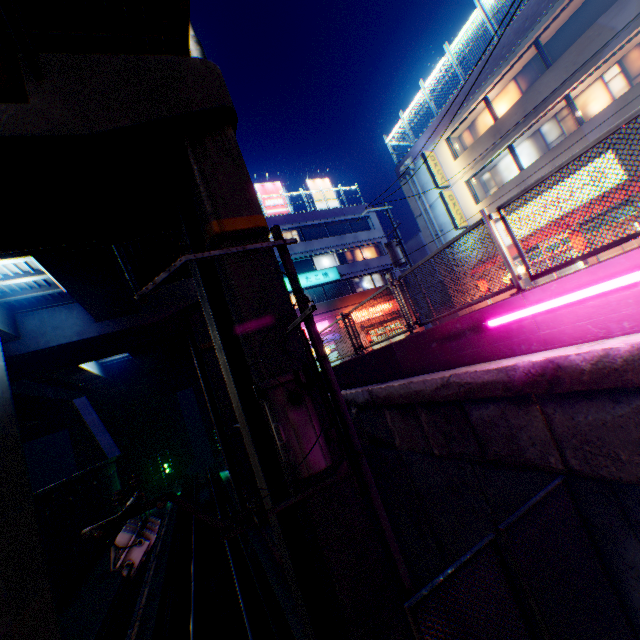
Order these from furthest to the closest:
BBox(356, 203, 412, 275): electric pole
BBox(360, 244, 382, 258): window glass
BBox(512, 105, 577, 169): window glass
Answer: BBox(360, 244, 382, 258): window glass → BBox(356, 203, 412, 275): electric pole → BBox(512, 105, 577, 169): window glass

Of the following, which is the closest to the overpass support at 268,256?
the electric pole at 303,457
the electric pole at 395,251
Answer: the electric pole at 303,457

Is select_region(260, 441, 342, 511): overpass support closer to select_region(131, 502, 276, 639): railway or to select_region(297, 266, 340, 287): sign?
select_region(131, 502, 276, 639): railway

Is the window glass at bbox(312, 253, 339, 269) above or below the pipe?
above

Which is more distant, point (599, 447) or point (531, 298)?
point (531, 298)

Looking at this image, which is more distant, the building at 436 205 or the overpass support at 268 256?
the building at 436 205

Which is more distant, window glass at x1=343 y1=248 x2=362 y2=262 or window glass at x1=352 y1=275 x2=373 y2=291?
window glass at x1=343 y1=248 x2=362 y2=262

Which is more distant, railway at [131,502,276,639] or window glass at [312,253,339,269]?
window glass at [312,253,339,269]
